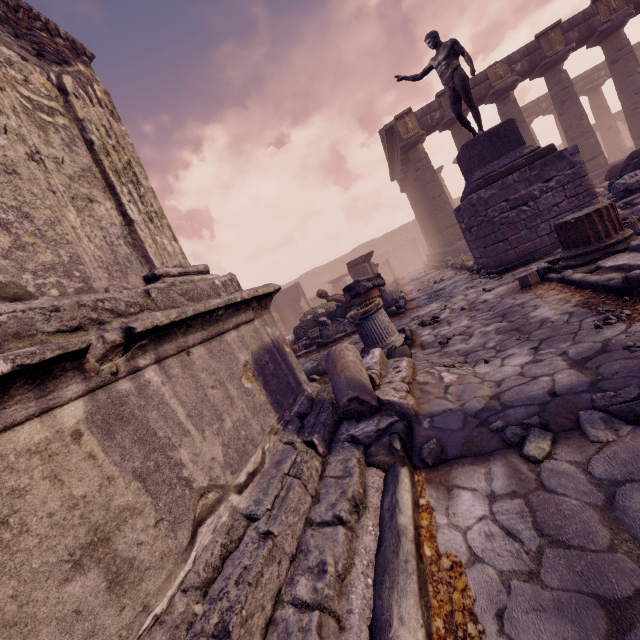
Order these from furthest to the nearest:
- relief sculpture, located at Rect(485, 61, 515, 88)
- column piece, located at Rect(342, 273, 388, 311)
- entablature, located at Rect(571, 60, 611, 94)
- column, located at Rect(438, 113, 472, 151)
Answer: entablature, located at Rect(571, 60, 611, 94) → column, located at Rect(438, 113, 472, 151) → relief sculpture, located at Rect(485, 61, 515, 88) → column piece, located at Rect(342, 273, 388, 311)

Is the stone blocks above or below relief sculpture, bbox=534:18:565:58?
below

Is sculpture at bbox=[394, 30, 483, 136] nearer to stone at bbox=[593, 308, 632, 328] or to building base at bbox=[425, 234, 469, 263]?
stone at bbox=[593, 308, 632, 328]

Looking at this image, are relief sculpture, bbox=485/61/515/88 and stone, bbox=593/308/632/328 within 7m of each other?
no

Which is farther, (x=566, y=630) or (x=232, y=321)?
(x=232, y=321)

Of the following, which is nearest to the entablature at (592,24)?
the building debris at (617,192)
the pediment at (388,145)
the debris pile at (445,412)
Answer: the pediment at (388,145)

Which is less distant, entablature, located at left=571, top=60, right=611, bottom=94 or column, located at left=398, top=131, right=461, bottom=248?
column, located at left=398, top=131, right=461, bottom=248

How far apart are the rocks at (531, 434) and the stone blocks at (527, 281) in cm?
378
